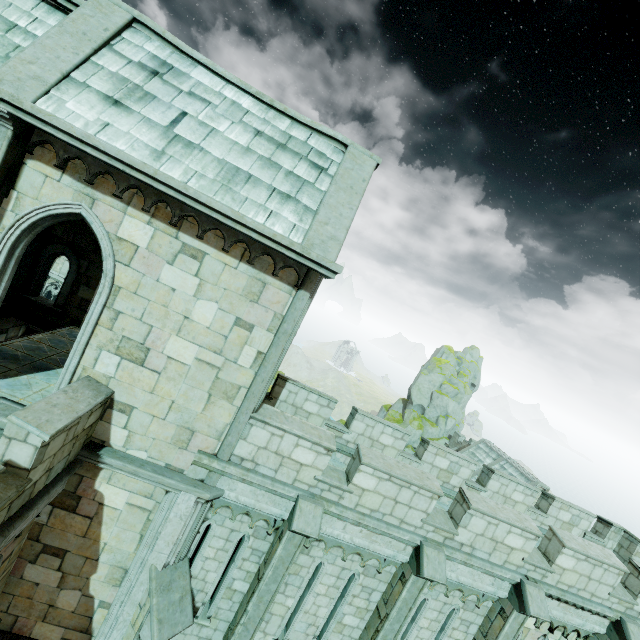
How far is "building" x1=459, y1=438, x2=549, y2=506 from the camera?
30.8 meters

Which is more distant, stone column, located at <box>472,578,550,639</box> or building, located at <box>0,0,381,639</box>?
stone column, located at <box>472,578,550,639</box>

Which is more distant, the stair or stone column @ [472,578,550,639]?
stone column @ [472,578,550,639]

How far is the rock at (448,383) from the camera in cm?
4528

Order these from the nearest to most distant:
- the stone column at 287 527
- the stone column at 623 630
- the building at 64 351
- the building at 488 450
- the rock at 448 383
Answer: the building at 64 351 → the stone column at 287 527 → the stone column at 623 630 → the building at 488 450 → the rock at 448 383

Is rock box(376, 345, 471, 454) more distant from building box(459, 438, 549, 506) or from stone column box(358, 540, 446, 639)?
stone column box(358, 540, 446, 639)

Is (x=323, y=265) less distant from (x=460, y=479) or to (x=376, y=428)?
(x=376, y=428)

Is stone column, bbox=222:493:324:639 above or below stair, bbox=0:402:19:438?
below
